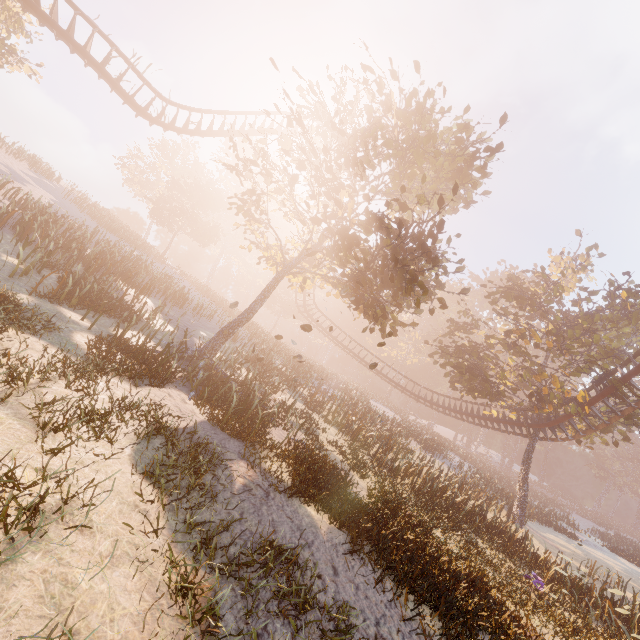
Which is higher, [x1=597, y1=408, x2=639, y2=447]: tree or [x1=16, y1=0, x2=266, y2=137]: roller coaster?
[x1=16, y1=0, x2=266, y2=137]: roller coaster

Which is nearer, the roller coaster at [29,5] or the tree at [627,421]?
the roller coaster at [29,5]

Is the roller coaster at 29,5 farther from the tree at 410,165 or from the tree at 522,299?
the tree at 410,165

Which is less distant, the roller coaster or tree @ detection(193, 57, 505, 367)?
tree @ detection(193, 57, 505, 367)

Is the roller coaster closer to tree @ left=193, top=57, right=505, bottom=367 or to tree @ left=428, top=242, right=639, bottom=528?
tree @ left=428, top=242, right=639, bottom=528

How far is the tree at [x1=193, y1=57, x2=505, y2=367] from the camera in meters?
10.9 m

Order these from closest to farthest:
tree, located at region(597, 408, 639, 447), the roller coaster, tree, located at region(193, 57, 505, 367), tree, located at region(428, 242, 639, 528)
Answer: tree, located at region(193, 57, 505, 367), the roller coaster, tree, located at region(597, 408, 639, 447), tree, located at region(428, 242, 639, 528)

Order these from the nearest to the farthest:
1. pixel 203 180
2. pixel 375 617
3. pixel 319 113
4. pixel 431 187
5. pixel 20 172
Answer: pixel 375 617 < pixel 319 113 < pixel 431 187 < pixel 20 172 < pixel 203 180
